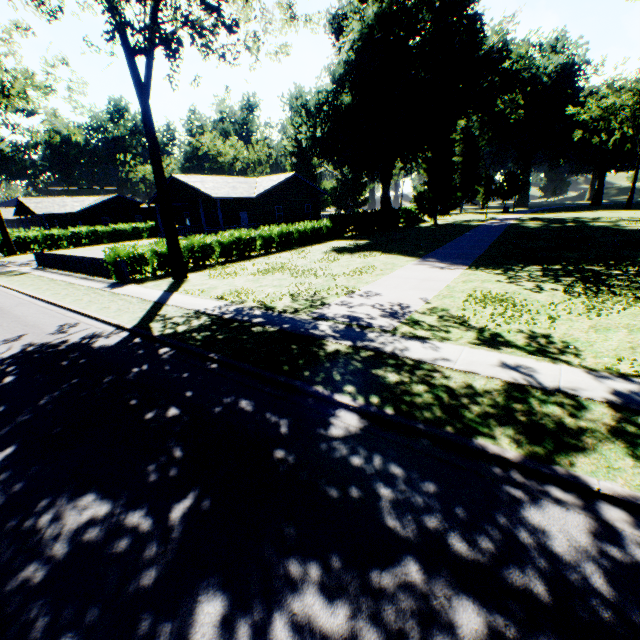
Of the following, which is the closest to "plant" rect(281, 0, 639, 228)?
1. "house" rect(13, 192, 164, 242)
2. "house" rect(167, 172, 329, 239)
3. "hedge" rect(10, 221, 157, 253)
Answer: "hedge" rect(10, 221, 157, 253)

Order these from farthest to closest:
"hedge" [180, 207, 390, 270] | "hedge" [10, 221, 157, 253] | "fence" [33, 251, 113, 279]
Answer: "hedge" [10, 221, 157, 253], "hedge" [180, 207, 390, 270], "fence" [33, 251, 113, 279]

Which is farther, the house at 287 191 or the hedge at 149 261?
the house at 287 191

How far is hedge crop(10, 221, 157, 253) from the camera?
38.06m

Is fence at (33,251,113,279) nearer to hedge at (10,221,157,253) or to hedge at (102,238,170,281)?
hedge at (102,238,170,281)

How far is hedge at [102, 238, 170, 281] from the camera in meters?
16.9 m

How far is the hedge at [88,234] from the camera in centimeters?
3806cm

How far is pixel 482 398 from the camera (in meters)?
5.48
